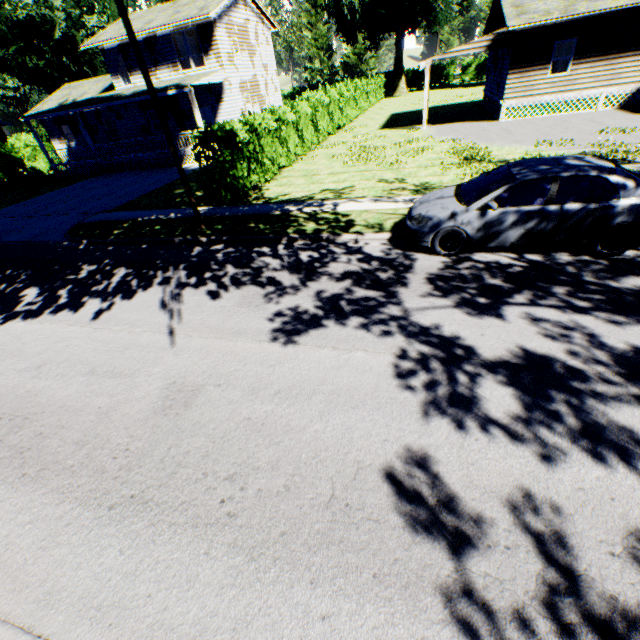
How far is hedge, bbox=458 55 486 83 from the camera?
50.57m

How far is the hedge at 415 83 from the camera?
53.2 meters

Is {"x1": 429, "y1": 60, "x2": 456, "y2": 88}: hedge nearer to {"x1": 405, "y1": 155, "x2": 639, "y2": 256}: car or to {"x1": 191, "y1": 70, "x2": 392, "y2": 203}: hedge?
{"x1": 191, "y1": 70, "x2": 392, "y2": 203}: hedge

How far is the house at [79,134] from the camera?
23.36m

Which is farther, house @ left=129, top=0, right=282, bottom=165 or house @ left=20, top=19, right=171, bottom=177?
house @ left=20, top=19, right=171, bottom=177

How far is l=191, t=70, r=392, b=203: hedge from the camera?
12.0m

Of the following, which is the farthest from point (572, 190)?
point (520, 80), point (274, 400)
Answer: point (520, 80)

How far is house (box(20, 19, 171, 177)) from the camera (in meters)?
23.36
